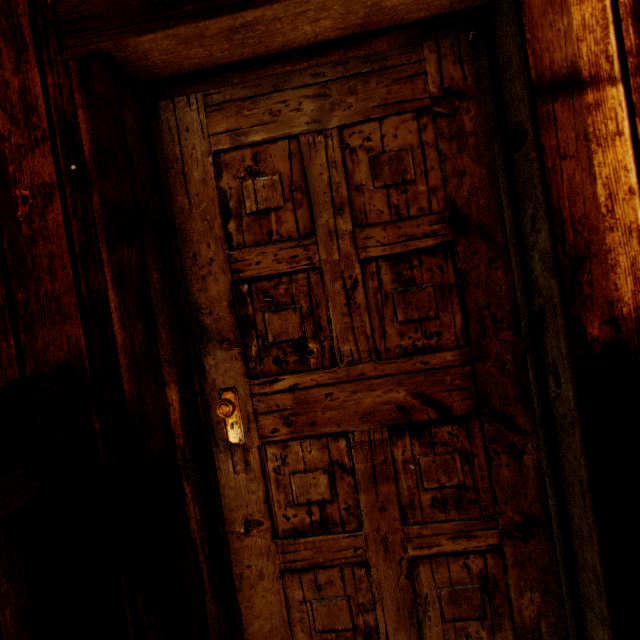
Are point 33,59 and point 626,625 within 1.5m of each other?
no
